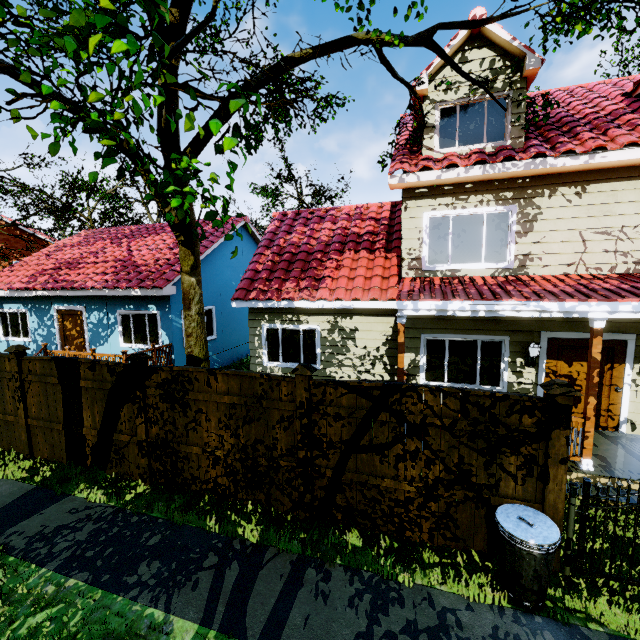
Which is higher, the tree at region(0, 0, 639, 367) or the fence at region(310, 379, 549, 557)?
the tree at region(0, 0, 639, 367)

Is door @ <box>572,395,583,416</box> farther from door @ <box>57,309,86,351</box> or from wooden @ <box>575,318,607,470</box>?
door @ <box>57,309,86,351</box>

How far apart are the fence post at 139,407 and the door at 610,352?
8.5 meters

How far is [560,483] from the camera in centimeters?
402cm

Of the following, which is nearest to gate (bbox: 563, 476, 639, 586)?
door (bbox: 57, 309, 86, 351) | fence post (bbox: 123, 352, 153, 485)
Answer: fence post (bbox: 123, 352, 153, 485)

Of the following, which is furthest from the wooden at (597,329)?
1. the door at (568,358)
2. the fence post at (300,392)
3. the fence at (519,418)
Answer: the fence post at (300,392)

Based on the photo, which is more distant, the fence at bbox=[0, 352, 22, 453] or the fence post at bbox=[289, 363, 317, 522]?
the fence at bbox=[0, 352, 22, 453]

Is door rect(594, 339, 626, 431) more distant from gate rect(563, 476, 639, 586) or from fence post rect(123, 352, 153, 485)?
fence post rect(123, 352, 153, 485)
